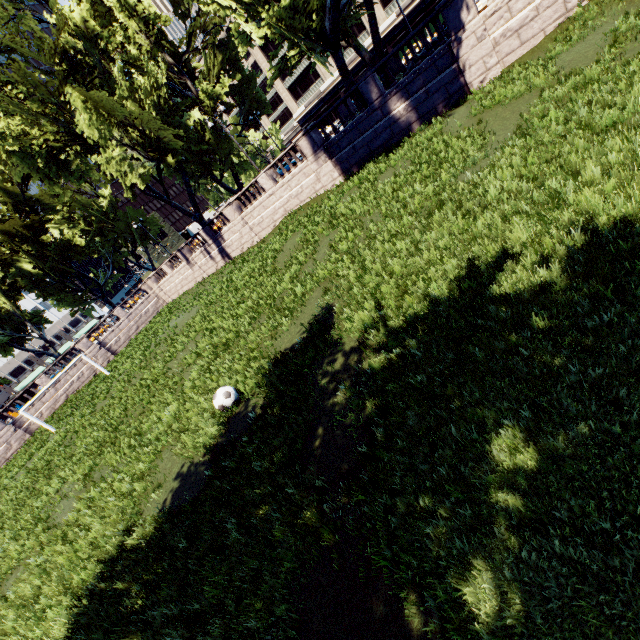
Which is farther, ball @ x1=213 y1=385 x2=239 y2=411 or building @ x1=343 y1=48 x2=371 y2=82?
building @ x1=343 y1=48 x2=371 y2=82

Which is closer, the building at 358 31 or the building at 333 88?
the building at 358 31

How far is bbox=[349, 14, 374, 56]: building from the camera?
49.1m

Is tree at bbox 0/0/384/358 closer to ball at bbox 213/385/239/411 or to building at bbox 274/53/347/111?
building at bbox 274/53/347/111

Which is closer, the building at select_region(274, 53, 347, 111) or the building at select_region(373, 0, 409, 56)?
the building at select_region(373, 0, 409, 56)

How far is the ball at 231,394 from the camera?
8.4 meters

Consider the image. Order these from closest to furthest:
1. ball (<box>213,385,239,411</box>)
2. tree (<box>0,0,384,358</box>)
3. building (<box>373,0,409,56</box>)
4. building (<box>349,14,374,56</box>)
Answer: ball (<box>213,385,239,411</box>) < tree (<box>0,0,384,358</box>) < building (<box>373,0,409,56</box>) < building (<box>349,14,374,56</box>)

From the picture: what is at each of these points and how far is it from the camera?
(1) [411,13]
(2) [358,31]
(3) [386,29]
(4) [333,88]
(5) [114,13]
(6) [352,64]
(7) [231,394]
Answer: (1) building, 46.3m
(2) building, 50.6m
(3) building, 48.3m
(4) building, 56.7m
(5) tree, 29.5m
(6) building, 52.9m
(7) ball, 8.5m
